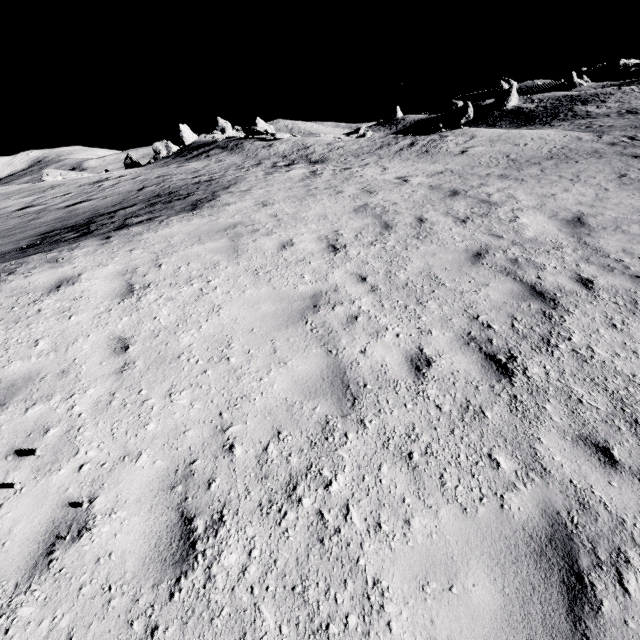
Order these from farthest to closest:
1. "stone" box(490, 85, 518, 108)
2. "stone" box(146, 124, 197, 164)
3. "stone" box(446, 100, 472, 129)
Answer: "stone" box(446, 100, 472, 129)
"stone" box(490, 85, 518, 108)
"stone" box(146, 124, 197, 164)

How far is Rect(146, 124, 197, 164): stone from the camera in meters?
39.4

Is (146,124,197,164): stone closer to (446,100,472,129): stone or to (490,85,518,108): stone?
(446,100,472,129): stone

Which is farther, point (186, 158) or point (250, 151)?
point (186, 158)

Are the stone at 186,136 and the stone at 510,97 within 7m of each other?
no

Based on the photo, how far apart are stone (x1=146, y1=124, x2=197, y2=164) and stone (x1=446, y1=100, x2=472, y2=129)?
41.1 meters

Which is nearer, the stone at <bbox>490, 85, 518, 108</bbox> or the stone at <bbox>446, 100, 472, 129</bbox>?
the stone at <bbox>490, 85, 518, 108</bbox>

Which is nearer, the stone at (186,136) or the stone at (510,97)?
the stone at (186,136)
